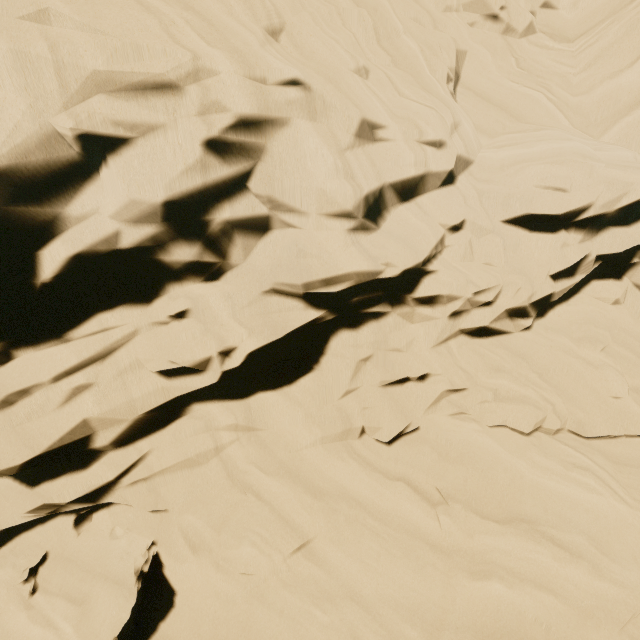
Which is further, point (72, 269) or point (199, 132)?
point (72, 269)
